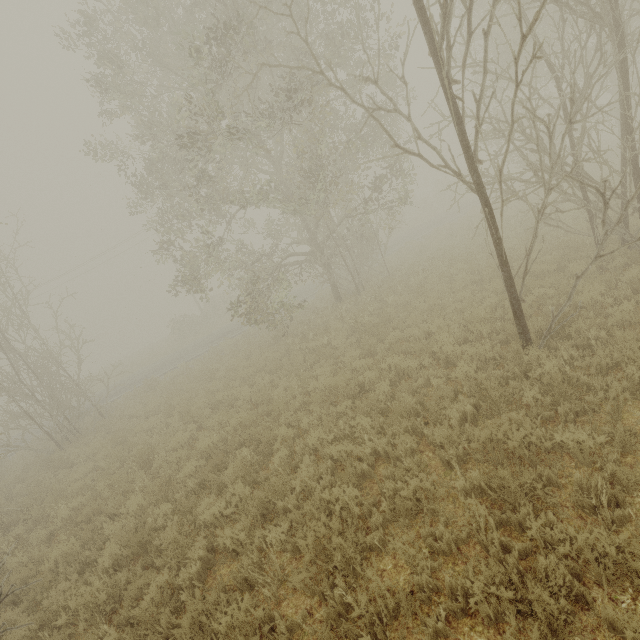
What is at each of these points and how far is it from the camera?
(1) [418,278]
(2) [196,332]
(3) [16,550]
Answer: (1) tree, 13.8 meters
(2) tree, 32.8 meters
(3) tree, 7.2 meters

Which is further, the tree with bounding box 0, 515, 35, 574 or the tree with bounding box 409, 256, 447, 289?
the tree with bounding box 409, 256, 447, 289

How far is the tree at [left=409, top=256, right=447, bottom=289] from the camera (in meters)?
13.10

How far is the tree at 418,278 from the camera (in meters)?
13.10

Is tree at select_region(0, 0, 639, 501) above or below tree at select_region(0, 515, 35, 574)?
above

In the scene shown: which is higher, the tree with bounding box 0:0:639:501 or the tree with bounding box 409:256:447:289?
the tree with bounding box 0:0:639:501

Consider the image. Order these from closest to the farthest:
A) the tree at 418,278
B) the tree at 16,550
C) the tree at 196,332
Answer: the tree at 196,332 → the tree at 16,550 → the tree at 418,278
